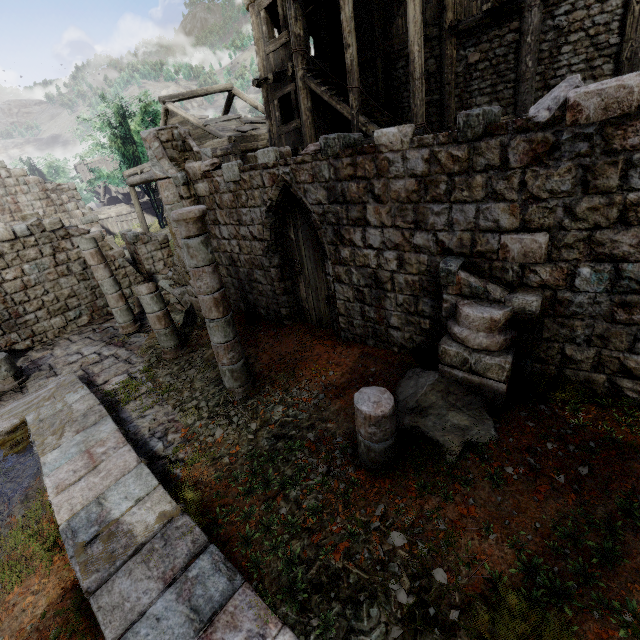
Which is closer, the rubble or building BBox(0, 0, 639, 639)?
building BBox(0, 0, 639, 639)

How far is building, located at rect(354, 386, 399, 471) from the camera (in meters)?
4.22

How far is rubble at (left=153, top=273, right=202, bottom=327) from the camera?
11.1m

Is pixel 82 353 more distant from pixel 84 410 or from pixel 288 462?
pixel 288 462

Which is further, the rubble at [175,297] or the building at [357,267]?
the rubble at [175,297]
